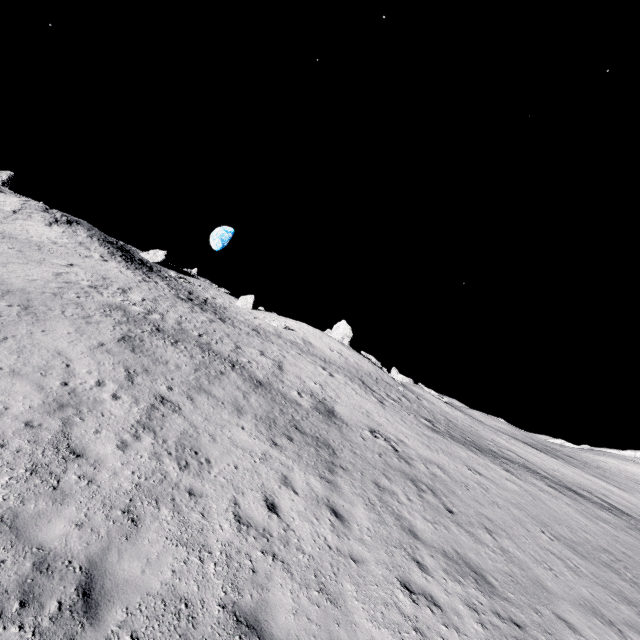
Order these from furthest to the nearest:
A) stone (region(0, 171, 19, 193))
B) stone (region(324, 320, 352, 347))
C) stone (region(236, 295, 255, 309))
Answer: stone (region(236, 295, 255, 309))
stone (region(324, 320, 352, 347))
stone (region(0, 171, 19, 193))

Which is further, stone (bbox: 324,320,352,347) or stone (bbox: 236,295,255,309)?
stone (bbox: 236,295,255,309)

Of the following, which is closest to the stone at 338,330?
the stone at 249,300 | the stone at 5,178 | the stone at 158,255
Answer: the stone at 249,300

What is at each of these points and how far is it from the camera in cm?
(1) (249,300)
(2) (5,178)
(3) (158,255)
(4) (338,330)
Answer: (1) stone, 4909
(2) stone, 3903
(3) stone, 4847
(4) stone, 4462

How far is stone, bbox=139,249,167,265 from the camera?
47.3m

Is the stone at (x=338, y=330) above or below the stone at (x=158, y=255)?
below

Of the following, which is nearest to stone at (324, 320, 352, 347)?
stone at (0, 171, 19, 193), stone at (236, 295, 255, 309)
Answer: stone at (236, 295, 255, 309)
